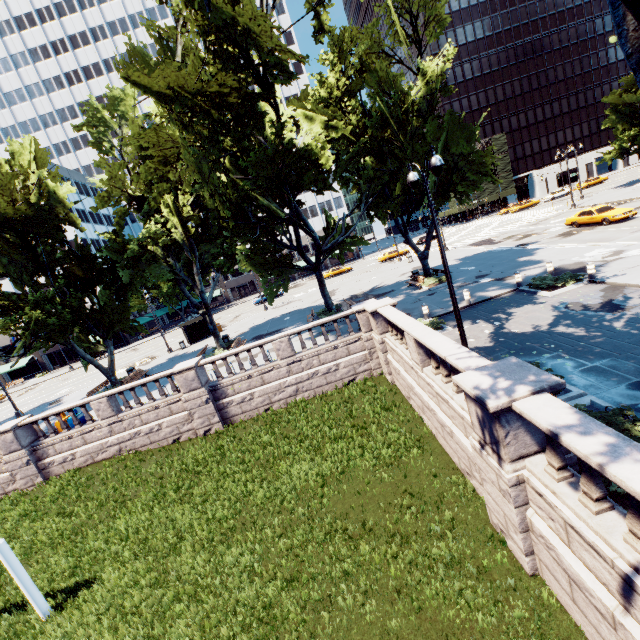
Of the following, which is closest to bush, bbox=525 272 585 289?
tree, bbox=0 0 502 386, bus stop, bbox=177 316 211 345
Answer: tree, bbox=0 0 502 386

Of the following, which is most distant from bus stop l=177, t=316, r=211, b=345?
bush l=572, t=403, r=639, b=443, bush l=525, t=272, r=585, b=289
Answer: bush l=572, t=403, r=639, b=443

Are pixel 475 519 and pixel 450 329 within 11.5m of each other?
yes

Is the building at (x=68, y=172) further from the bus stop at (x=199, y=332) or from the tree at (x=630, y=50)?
the bus stop at (x=199, y=332)

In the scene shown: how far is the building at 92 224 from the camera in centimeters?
5431cm

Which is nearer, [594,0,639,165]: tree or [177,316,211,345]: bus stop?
[594,0,639,165]: tree

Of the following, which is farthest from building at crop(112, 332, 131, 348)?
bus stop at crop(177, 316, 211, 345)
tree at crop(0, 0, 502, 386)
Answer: bus stop at crop(177, 316, 211, 345)

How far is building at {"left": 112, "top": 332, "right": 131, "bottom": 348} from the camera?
58.53m
